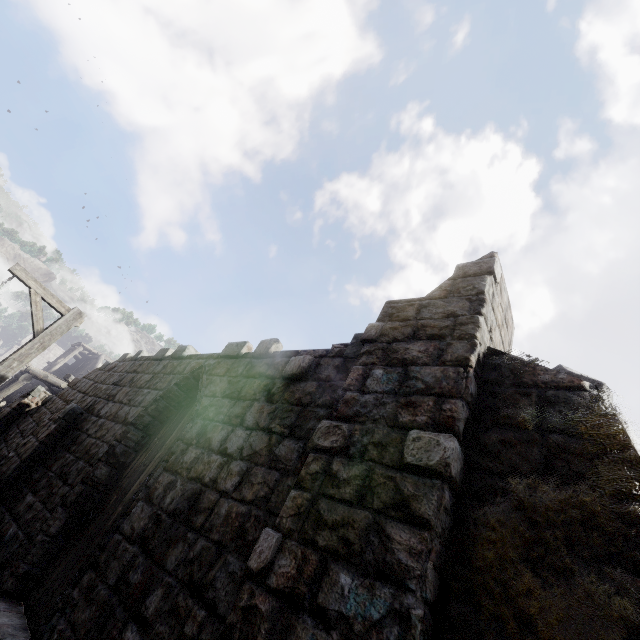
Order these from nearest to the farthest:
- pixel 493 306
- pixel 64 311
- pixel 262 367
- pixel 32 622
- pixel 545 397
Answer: pixel 545 397 → pixel 493 306 → pixel 32 622 → pixel 262 367 → pixel 64 311

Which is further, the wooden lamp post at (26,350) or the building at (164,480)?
the wooden lamp post at (26,350)

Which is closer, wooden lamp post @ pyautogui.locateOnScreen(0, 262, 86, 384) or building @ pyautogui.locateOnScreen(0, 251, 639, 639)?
building @ pyautogui.locateOnScreen(0, 251, 639, 639)
